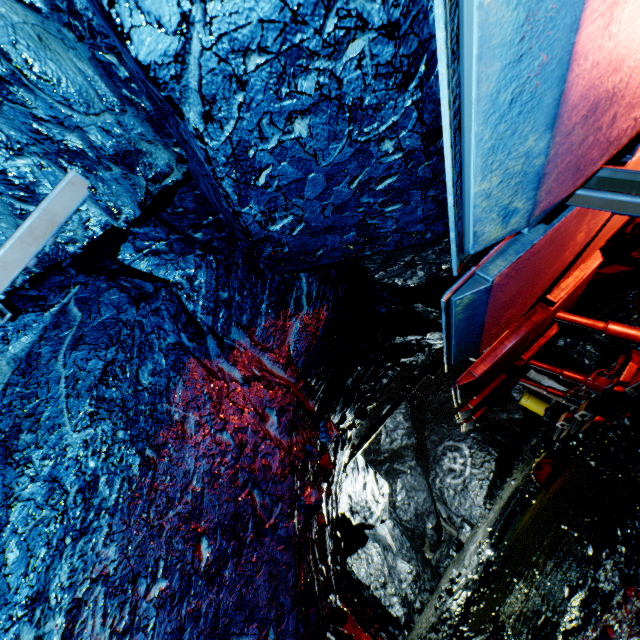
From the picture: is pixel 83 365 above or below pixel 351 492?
below

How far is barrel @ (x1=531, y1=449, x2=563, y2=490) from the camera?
8.2 meters

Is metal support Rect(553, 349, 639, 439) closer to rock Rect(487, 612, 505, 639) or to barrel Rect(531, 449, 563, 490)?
rock Rect(487, 612, 505, 639)

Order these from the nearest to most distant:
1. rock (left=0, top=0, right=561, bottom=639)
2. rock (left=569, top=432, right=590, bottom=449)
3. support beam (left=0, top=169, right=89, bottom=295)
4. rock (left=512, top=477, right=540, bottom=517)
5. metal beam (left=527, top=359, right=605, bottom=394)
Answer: rock (left=0, top=0, right=561, bottom=639) < support beam (left=0, top=169, right=89, bottom=295) < metal beam (left=527, top=359, right=605, bottom=394) < rock (left=569, top=432, right=590, bottom=449) < rock (left=512, top=477, right=540, bottom=517)

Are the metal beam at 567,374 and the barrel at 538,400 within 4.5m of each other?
no

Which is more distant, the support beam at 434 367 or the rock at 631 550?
the support beam at 434 367

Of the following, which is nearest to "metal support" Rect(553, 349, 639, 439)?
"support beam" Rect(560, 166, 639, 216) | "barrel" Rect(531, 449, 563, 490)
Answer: "barrel" Rect(531, 449, 563, 490)

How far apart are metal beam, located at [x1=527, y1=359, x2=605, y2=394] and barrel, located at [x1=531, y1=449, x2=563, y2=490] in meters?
2.2
